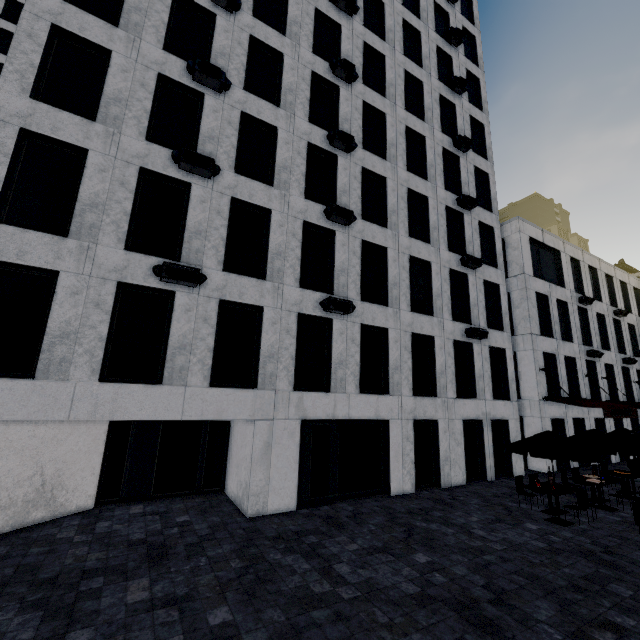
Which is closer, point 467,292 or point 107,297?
point 107,297

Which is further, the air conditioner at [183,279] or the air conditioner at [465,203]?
the air conditioner at [465,203]

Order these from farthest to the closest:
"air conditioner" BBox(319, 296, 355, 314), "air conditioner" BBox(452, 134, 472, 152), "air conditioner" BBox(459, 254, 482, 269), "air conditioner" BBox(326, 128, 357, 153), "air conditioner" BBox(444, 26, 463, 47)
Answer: "air conditioner" BBox(444, 26, 463, 47) < "air conditioner" BBox(452, 134, 472, 152) < "air conditioner" BBox(459, 254, 482, 269) < "air conditioner" BBox(326, 128, 357, 153) < "air conditioner" BBox(319, 296, 355, 314)

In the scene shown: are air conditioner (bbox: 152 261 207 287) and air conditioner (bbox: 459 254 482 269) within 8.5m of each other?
no

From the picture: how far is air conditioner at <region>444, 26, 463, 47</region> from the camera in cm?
2091

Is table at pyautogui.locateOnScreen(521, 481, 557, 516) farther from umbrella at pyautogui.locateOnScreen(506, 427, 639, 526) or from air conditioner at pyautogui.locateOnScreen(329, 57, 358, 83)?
air conditioner at pyautogui.locateOnScreen(329, 57, 358, 83)

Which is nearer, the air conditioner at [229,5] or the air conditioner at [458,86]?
Result: the air conditioner at [229,5]

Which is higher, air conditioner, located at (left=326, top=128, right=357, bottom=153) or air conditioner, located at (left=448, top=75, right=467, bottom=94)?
air conditioner, located at (left=448, top=75, right=467, bottom=94)
